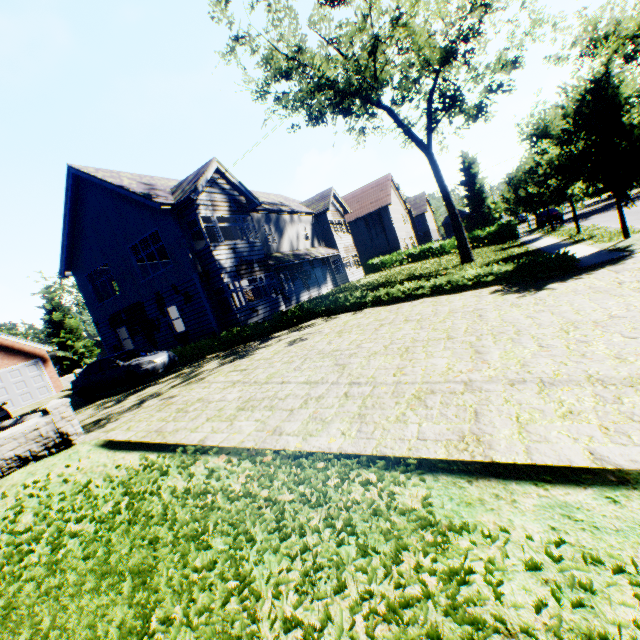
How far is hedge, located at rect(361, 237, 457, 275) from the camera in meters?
33.1 m

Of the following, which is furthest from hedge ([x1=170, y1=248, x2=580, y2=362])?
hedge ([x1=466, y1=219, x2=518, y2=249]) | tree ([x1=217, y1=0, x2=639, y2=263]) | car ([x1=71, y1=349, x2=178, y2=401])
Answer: hedge ([x1=466, y1=219, x2=518, y2=249])

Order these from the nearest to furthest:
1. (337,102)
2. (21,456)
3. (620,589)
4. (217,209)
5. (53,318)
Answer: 1. (620,589)
2. (21,456)
3. (217,209)
4. (337,102)
5. (53,318)

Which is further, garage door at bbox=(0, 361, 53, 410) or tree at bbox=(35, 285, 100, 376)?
tree at bbox=(35, 285, 100, 376)

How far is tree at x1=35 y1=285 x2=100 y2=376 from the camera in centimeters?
4597cm

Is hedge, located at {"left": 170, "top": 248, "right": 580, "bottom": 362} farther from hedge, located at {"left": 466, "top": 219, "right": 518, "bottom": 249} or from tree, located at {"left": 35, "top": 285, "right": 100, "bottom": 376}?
hedge, located at {"left": 466, "top": 219, "right": 518, "bottom": 249}

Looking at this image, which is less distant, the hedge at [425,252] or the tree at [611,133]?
the tree at [611,133]
